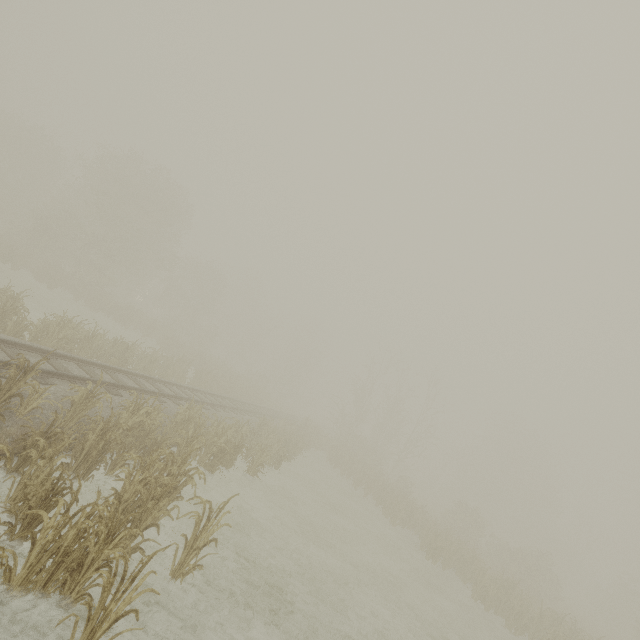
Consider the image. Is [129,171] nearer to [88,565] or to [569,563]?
[88,565]
